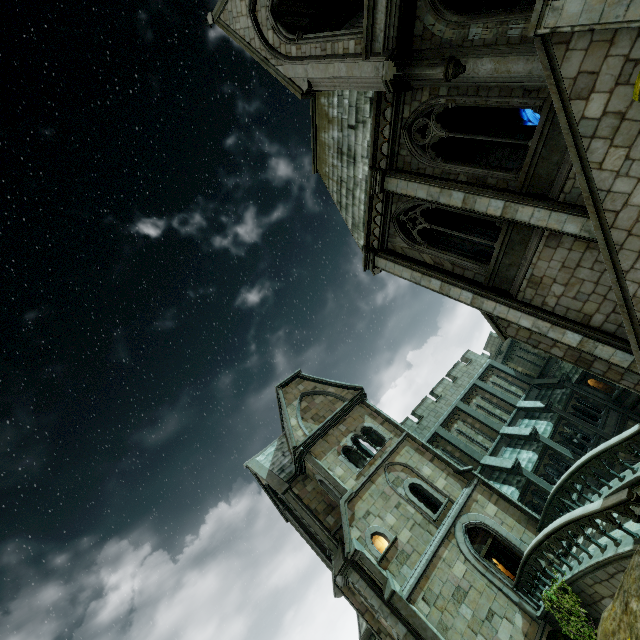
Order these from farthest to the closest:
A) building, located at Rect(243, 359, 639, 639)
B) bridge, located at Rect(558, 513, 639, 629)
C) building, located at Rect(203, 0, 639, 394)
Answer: building, located at Rect(243, 359, 639, 639) → bridge, located at Rect(558, 513, 639, 629) → building, located at Rect(203, 0, 639, 394)

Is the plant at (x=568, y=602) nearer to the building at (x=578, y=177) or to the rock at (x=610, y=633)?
the building at (x=578, y=177)

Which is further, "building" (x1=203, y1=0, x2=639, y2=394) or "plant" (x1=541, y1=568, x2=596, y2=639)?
"plant" (x1=541, y1=568, x2=596, y2=639)

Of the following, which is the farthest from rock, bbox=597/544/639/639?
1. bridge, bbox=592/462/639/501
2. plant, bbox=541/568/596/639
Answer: plant, bbox=541/568/596/639

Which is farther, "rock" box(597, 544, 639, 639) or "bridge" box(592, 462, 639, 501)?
"bridge" box(592, 462, 639, 501)

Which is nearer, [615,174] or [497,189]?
[615,174]

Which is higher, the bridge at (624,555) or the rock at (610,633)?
the rock at (610,633)
